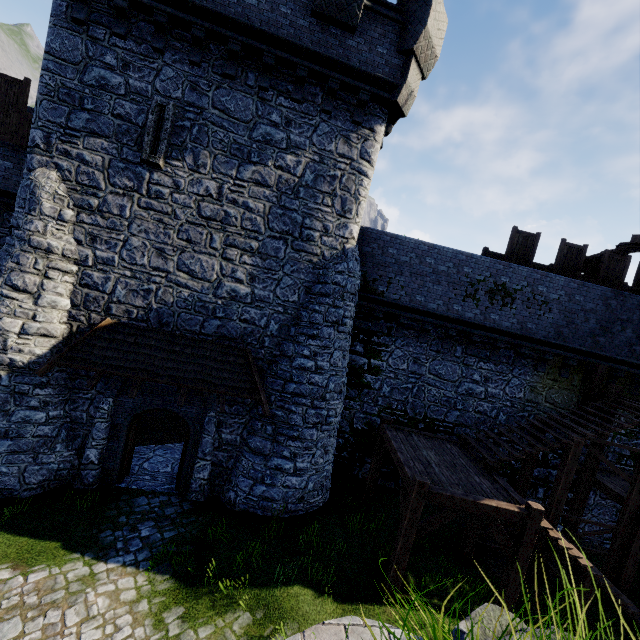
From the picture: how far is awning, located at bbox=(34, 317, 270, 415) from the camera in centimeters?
897cm

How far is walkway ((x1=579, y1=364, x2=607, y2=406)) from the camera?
12.4 meters

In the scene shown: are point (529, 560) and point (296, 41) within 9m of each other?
no

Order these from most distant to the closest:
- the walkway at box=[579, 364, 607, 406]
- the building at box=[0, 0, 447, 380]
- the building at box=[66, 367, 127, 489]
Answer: the walkway at box=[579, 364, 607, 406]
the building at box=[66, 367, 127, 489]
the building at box=[0, 0, 447, 380]

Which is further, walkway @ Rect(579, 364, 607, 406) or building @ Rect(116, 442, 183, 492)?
walkway @ Rect(579, 364, 607, 406)

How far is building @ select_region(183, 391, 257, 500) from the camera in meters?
10.5 m

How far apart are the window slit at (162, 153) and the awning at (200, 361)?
4.56m

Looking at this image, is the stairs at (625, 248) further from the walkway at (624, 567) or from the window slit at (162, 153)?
the window slit at (162, 153)
